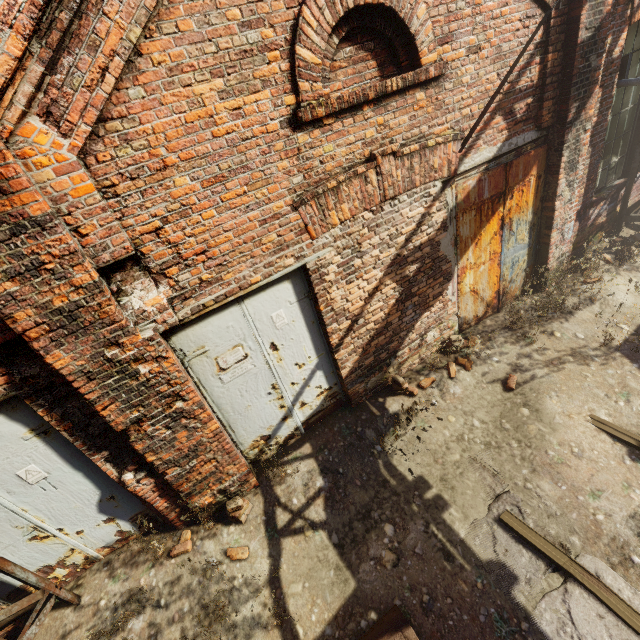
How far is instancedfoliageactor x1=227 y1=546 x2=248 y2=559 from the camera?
3.75m

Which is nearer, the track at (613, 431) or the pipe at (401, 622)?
the pipe at (401, 622)

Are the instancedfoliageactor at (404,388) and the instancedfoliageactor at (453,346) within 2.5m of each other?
yes

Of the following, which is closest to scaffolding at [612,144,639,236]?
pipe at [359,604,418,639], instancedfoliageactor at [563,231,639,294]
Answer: instancedfoliageactor at [563,231,639,294]

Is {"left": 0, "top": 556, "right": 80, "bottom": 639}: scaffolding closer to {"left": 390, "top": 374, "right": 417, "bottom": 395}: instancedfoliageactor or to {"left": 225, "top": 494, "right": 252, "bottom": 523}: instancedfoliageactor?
{"left": 225, "top": 494, "right": 252, "bottom": 523}: instancedfoliageactor

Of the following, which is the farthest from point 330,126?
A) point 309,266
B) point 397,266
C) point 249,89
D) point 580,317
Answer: point 580,317

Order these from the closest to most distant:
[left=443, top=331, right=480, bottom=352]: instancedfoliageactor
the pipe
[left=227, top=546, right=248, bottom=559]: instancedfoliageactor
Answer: the pipe → [left=227, top=546, right=248, bottom=559]: instancedfoliageactor → [left=443, top=331, right=480, bottom=352]: instancedfoliageactor

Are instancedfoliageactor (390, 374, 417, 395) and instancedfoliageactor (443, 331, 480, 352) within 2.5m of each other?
yes
